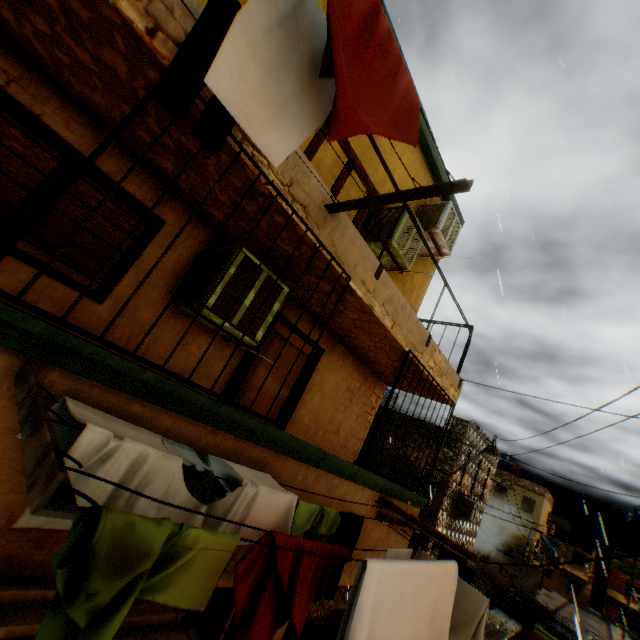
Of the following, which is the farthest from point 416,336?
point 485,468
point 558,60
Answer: point 485,468

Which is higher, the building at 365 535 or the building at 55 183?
the building at 55 183

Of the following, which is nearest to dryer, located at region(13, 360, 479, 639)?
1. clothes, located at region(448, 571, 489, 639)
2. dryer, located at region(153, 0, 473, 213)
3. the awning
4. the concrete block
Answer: clothes, located at region(448, 571, 489, 639)

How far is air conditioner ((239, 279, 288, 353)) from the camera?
3.5 meters

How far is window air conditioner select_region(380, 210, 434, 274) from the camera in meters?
5.3

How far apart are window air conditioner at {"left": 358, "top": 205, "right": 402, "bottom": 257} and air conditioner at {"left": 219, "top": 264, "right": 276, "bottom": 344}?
2.14m

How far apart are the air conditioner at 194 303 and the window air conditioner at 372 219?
2.1 meters

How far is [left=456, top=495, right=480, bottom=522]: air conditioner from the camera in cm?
1449
